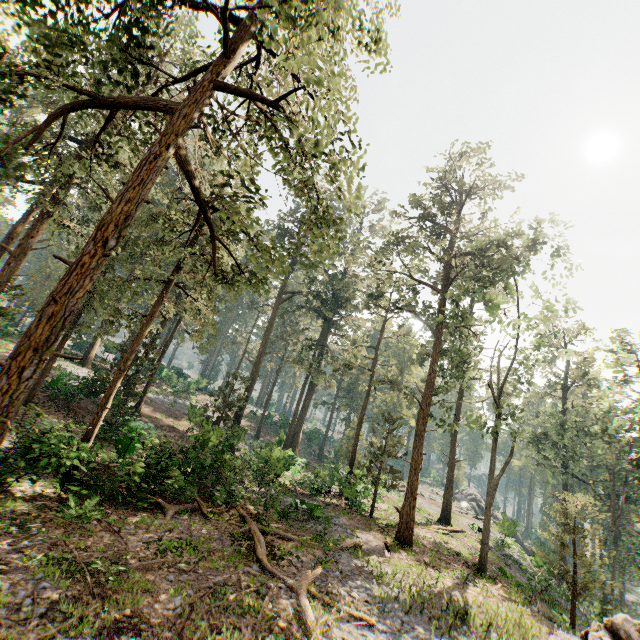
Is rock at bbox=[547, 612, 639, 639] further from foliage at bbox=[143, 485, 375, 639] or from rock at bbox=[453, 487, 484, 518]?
rock at bbox=[453, 487, 484, 518]

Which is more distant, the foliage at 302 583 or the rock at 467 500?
the rock at 467 500

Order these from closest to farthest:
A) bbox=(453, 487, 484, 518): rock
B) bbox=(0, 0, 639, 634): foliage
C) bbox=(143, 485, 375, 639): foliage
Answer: bbox=(0, 0, 639, 634): foliage → bbox=(143, 485, 375, 639): foliage → bbox=(453, 487, 484, 518): rock

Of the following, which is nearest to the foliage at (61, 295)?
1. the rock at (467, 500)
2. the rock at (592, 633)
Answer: the rock at (592, 633)

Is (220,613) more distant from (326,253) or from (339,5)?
(326,253)

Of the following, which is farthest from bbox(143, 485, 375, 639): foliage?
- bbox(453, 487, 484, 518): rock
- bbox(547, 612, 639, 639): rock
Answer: bbox(453, 487, 484, 518): rock

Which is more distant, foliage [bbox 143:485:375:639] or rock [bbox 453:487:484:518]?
rock [bbox 453:487:484:518]
